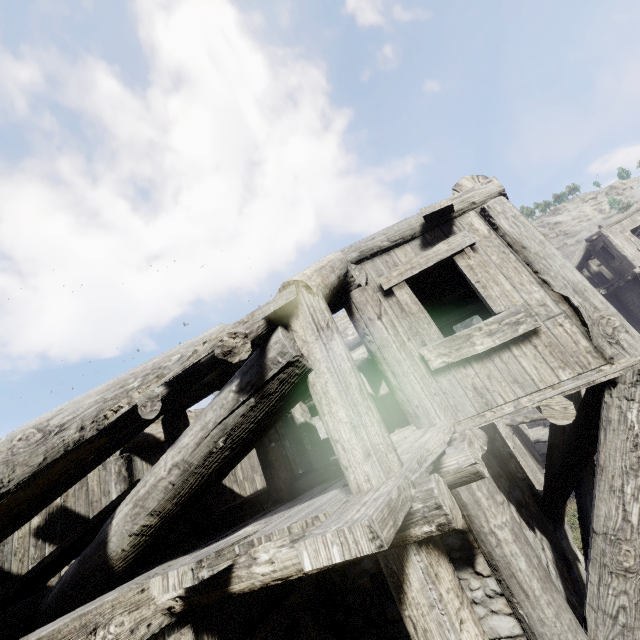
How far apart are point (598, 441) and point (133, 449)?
8.92m

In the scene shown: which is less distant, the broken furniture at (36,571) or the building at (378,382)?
the building at (378,382)

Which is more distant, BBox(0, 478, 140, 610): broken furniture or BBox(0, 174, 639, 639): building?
BBox(0, 478, 140, 610): broken furniture
